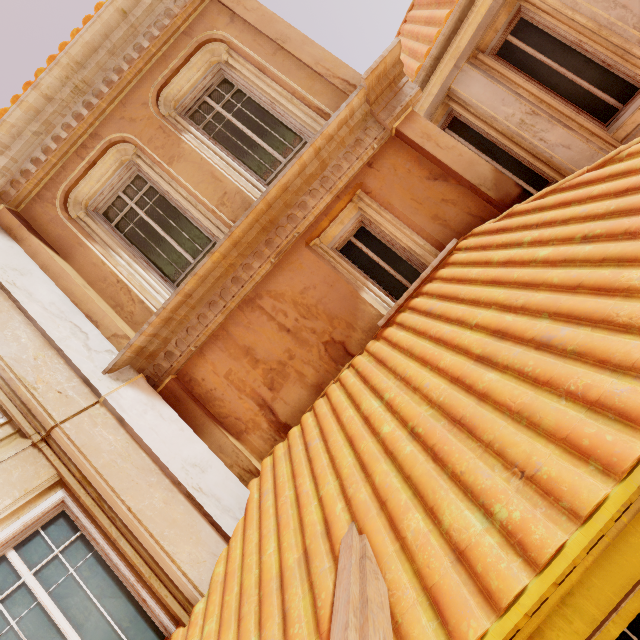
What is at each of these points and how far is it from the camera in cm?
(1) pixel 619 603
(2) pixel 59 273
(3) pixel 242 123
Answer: (1) window, 191
(2) column, 478
(3) window, 545

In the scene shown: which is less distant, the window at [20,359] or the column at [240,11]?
the window at [20,359]

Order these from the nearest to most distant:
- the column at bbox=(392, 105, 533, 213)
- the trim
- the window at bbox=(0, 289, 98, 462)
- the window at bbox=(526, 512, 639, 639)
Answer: the window at bbox=(526, 512, 639, 639), the window at bbox=(0, 289, 98, 462), the column at bbox=(392, 105, 533, 213), the trim

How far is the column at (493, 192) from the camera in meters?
4.3 m

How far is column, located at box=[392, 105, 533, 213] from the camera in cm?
430

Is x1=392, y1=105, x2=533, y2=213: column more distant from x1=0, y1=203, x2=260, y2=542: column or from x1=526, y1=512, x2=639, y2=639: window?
x1=0, y1=203, x2=260, y2=542: column

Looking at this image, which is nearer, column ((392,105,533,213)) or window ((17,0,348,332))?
column ((392,105,533,213))

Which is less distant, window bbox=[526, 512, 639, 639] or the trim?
window bbox=[526, 512, 639, 639]
